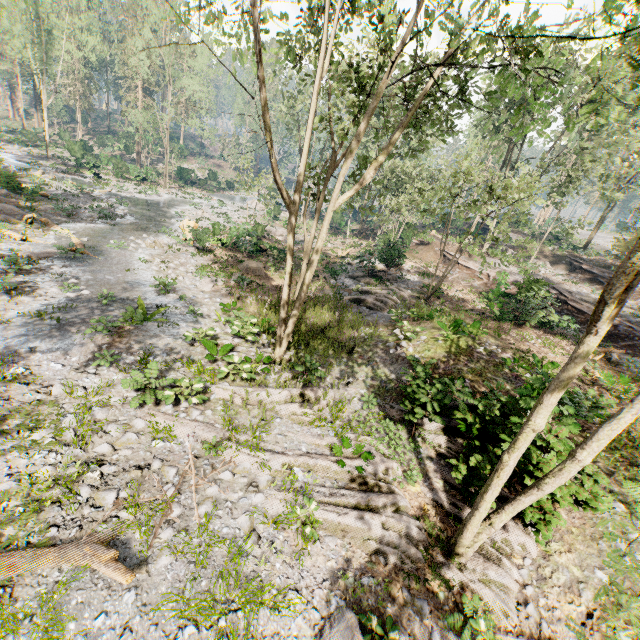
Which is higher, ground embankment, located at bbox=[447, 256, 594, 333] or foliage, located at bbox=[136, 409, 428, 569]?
ground embankment, located at bbox=[447, 256, 594, 333]

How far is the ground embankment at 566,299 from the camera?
18.8m

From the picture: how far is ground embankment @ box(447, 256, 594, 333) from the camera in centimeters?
1883cm

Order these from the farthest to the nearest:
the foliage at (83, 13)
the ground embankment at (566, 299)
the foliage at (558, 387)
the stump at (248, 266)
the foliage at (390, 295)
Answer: the stump at (248, 266) < the foliage at (390, 295) < the ground embankment at (566, 299) < the foliage at (83, 13) < the foliage at (558, 387)

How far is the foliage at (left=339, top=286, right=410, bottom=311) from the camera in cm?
2014

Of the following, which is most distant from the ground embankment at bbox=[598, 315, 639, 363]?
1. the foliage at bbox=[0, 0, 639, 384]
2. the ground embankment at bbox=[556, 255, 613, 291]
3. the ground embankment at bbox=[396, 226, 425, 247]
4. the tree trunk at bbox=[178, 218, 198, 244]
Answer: the tree trunk at bbox=[178, 218, 198, 244]

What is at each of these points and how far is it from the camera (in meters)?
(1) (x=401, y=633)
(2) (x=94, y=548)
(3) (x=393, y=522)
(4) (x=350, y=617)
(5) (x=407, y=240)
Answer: (1) foliage, 6.19
(2) foliage, 6.00
(3) foliage, 7.80
(4) foliage, 6.22
(5) ground embankment, 34.16

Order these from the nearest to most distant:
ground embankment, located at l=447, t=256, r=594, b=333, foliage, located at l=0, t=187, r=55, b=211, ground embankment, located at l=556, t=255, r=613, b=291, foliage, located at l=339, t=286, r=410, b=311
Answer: ground embankment, located at l=447, t=256, r=594, b=333 < foliage, located at l=339, t=286, r=410, b=311 < foliage, located at l=0, t=187, r=55, b=211 < ground embankment, located at l=556, t=255, r=613, b=291
